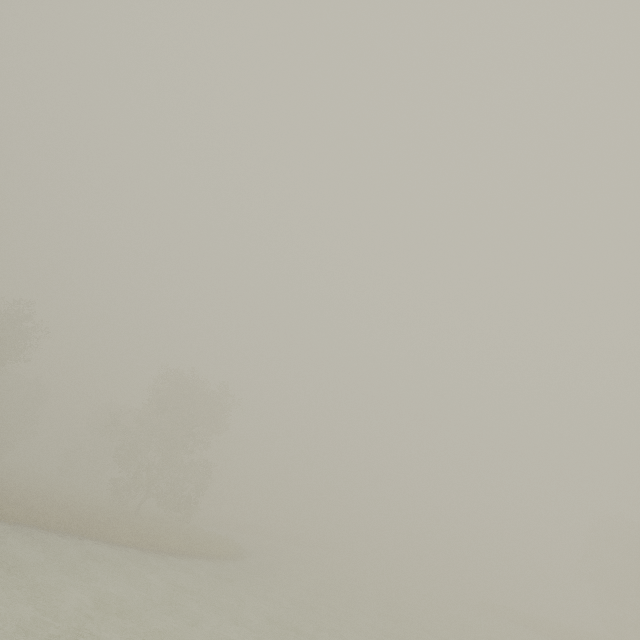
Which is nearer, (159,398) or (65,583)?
(65,583)
